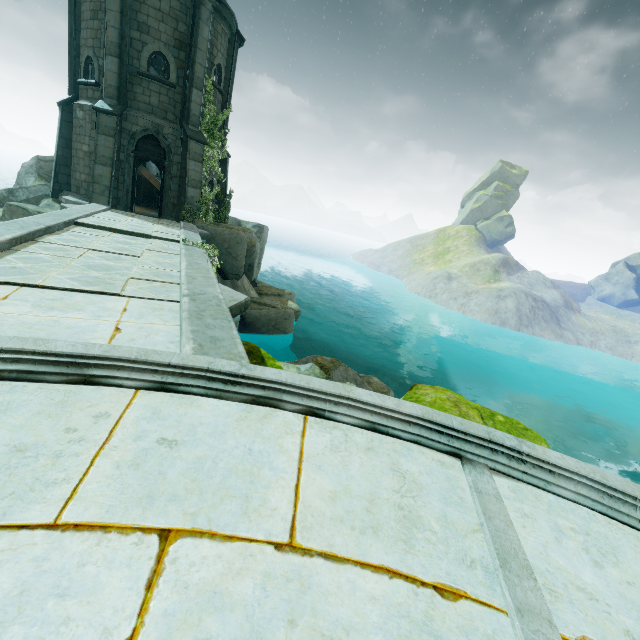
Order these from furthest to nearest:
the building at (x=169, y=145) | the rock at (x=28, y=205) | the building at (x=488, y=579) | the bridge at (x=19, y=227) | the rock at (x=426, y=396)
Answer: the building at (x=169, y=145), the rock at (x=28, y=205), the rock at (x=426, y=396), the bridge at (x=19, y=227), the building at (x=488, y=579)

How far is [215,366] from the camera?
3.1m

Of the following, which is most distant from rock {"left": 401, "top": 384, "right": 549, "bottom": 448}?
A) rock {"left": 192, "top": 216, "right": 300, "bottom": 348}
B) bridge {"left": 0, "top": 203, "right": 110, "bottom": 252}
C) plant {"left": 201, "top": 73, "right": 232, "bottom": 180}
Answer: plant {"left": 201, "top": 73, "right": 232, "bottom": 180}

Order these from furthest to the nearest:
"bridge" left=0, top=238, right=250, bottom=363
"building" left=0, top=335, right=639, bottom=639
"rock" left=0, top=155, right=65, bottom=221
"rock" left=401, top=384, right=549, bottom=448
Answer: "rock" left=0, top=155, right=65, bottom=221
"rock" left=401, top=384, right=549, bottom=448
"bridge" left=0, top=238, right=250, bottom=363
"building" left=0, top=335, right=639, bottom=639

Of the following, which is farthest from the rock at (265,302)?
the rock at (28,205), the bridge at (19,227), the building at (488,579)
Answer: the building at (488,579)

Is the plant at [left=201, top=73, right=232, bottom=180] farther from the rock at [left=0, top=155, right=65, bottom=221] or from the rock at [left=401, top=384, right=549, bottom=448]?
the rock at [left=401, top=384, right=549, bottom=448]

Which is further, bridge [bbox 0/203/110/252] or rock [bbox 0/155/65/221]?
rock [bbox 0/155/65/221]

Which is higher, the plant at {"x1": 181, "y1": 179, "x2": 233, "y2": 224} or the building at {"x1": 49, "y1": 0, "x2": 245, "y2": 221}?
the building at {"x1": 49, "y1": 0, "x2": 245, "y2": 221}
